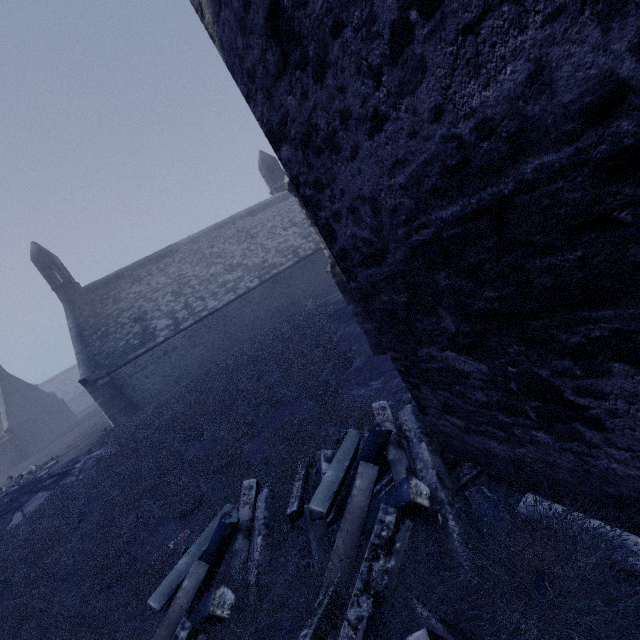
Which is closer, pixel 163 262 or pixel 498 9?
pixel 498 9

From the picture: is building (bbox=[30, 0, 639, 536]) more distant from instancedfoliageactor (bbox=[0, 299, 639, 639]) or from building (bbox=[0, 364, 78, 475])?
building (bbox=[0, 364, 78, 475])

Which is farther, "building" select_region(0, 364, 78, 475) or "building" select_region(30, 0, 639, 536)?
"building" select_region(0, 364, 78, 475)

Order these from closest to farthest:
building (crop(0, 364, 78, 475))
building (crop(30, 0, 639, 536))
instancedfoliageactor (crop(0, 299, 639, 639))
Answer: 1. building (crop(30, 0, 639, 536))
2. instancedfoliageactor (crop(0, 299, 639, 639))
3. building (crop(0, 364, 78, 475))

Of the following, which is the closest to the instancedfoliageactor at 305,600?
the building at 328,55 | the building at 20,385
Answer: the building at 328,55

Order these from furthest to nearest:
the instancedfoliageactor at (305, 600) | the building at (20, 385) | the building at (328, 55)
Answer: the building at (20, 385)
the instancedfoliageactor at (305, 600)
the building at (328, 55)
